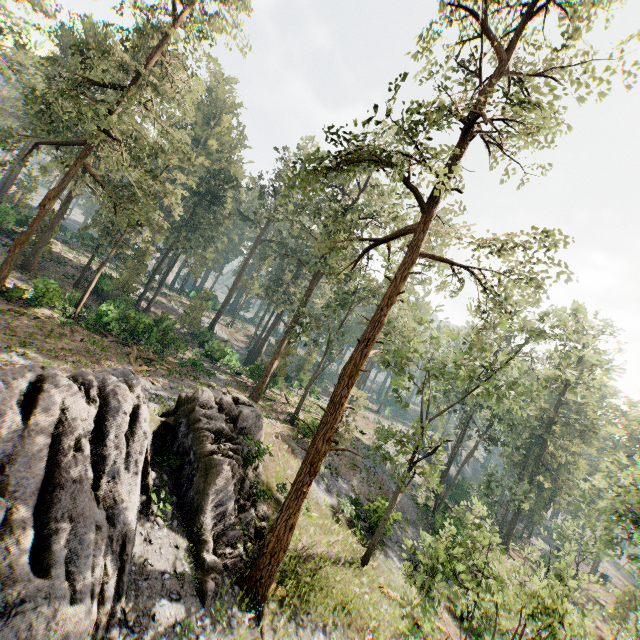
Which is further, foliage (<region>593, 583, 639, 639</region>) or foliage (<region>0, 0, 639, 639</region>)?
foliage (<region>593, 583, 639, 639</region>)

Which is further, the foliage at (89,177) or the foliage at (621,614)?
the foliage at (621,614)

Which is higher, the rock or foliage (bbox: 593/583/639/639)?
the rock

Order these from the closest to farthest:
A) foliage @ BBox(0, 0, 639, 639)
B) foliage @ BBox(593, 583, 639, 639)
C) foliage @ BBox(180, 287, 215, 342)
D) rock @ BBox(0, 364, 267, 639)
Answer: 1. rock @ BBox(0, 364, 267, 639)
2. foliage @ BBox(0, 0, 639, 639)
3. foliage @ BBox(593, 583, 639, 639)
4. foliage @ BBox(180, 287, 215, 342)

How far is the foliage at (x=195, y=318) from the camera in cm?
4047

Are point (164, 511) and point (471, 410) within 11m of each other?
no

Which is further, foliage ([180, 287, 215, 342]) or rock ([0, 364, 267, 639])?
foliage ([180, 287, 215, 342])
